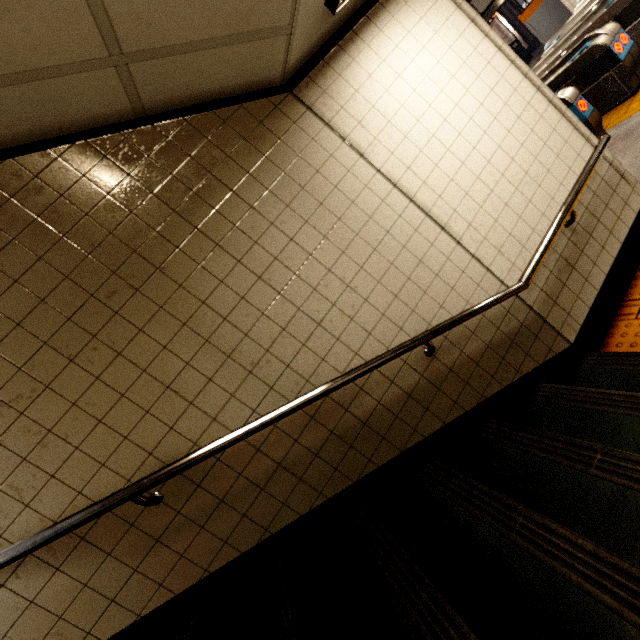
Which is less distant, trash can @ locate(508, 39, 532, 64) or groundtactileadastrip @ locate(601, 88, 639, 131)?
groundtactileadastrip @ locate(601, 88, 639, 131)

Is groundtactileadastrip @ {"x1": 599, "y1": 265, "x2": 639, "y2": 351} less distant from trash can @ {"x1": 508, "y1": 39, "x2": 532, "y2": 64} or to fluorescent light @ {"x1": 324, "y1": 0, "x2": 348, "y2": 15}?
fluorescent light @ {"x1": 324, "y1": 0, "x2": 348, "y2": 15}

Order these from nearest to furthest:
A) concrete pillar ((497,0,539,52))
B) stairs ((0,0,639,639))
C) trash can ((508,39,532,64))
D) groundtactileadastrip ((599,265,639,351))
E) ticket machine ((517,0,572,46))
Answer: stairs ((0,0,639,639)), groundtactileadastrip ((599,265,639,351)), ticket machine ((517,0,572,46)), trash can ((508,39,532,64)), concrete pillar ((497,0,539,52))

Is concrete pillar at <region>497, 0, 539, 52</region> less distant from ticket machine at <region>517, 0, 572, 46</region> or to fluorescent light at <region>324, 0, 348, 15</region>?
ticket machine at <region>517, 0, 572, 46</region>

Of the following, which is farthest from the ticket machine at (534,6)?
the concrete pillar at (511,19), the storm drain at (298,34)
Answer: the concrete pillar at (511,19)

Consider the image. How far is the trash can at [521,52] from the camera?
14.4m

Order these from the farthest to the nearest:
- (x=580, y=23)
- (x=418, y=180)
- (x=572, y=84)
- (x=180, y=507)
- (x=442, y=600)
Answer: (x=580, y=23), (x=572, y=84), (x=418, y=180), (x=180, y=507), (x=442, y=600)

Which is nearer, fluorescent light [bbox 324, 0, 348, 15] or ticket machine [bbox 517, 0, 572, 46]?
fluorescent light [bbox 324, 0, 348, 15]
